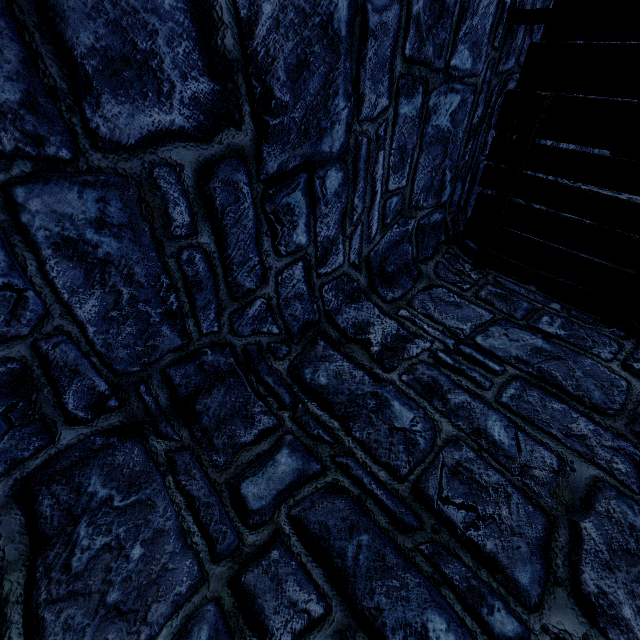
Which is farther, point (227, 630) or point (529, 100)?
point (529, 100)
